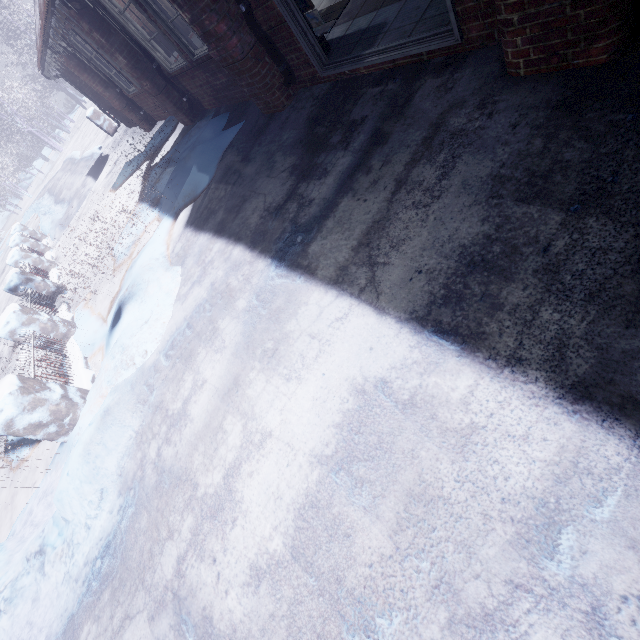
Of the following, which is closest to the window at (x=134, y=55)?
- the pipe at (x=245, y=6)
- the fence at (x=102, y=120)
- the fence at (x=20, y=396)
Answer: the pipe at (x=245, y=6)

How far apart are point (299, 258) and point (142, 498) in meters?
2.2 m

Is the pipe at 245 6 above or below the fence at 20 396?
above

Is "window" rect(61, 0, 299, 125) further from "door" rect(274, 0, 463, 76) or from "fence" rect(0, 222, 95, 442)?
"fence" rect(0, 222, 95, 442)

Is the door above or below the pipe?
below

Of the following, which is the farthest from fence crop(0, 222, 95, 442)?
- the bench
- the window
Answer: the bench

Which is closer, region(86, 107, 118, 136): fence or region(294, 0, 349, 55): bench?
region(294, 0, 349, 55): bench

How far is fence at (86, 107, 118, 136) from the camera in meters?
11.6
